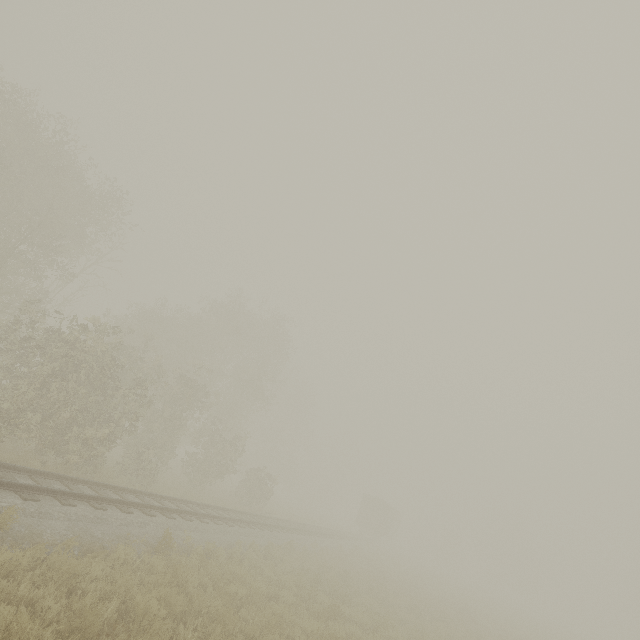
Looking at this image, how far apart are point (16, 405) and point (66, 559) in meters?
8.6 m

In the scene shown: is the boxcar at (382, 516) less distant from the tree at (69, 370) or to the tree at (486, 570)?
the tree at (486, 570)

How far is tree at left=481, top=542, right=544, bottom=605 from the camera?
55.2 meters

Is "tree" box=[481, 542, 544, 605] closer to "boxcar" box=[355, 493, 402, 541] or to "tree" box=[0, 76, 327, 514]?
"boxcar" box=[355, 493, 402, 541]

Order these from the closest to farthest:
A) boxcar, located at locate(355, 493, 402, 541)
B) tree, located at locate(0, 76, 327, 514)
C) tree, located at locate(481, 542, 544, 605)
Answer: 1. tree, located at locate(0, 76, 327, 514)
2. boxcar, located at locate(355, 493, 402, 541)
3. tree, located at locate(481, 542, 544, 605)

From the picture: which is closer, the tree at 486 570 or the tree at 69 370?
the tree at 69 370
